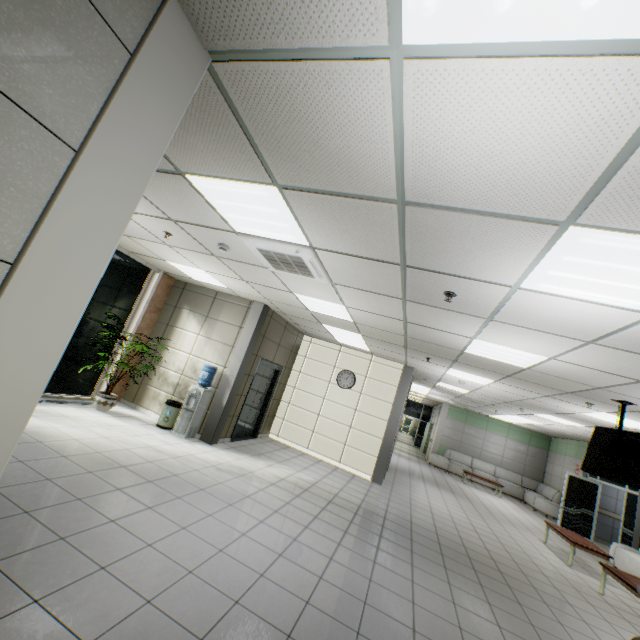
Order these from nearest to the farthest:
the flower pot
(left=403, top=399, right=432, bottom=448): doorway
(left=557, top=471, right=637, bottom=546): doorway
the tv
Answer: the tv, the flower pot, (left=557, top=471, right=637, bottom=546): doorway, (left=403, top=399, right=432, bottom=448): doorway

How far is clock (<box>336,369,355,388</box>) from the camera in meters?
9.5 m

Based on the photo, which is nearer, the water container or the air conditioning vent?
the air conditioning vent

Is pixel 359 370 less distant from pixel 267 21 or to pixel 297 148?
pixel 297 148

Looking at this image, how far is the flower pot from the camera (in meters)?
6.45

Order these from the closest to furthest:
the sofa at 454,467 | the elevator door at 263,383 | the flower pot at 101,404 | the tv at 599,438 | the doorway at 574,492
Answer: the tv at 599,438, the flower pot at 101,404, the elevator door at 263,383, the doorway at 574,492, the sofa at 454,467

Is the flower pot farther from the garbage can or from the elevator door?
the elevator door

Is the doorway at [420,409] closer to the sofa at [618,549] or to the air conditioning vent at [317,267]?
the sofa at [618,549]
